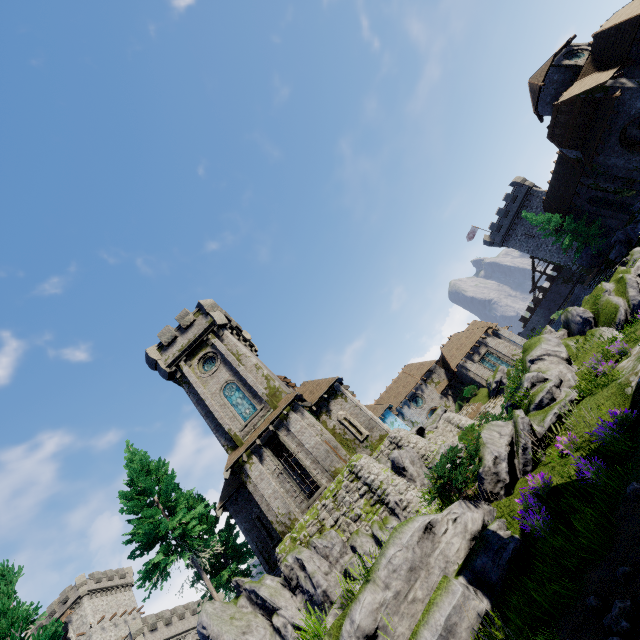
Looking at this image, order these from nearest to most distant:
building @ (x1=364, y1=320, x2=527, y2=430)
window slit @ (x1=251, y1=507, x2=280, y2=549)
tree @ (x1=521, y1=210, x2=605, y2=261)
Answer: window slit @ (x1=251, y1=507, x2=280, y2=549)
tree @ (x1=521, y1=210, x2=605, y2=261)
building @ (x1=364, y1=320, x2=527, y2=430)

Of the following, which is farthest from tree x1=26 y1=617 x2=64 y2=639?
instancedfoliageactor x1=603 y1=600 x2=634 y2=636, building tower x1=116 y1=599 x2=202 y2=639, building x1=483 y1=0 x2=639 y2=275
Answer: building tower x1=116 y1=599 x2=202 y2=639

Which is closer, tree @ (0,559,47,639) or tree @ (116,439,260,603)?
tree @ (0,559,47,639)

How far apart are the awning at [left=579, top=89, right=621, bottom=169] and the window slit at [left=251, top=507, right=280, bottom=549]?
39.0m

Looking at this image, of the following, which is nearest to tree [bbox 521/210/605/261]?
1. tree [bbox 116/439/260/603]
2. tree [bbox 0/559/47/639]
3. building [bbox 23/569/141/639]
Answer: tree [bbox 116/439/260/603]

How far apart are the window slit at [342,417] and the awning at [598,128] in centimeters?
2999cm

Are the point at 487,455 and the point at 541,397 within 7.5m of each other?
yes

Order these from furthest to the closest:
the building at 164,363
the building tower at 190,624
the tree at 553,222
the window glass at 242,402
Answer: the building tower at 190,624
the tree at 553,222
the window glass at 242,402
the building at 164,363
